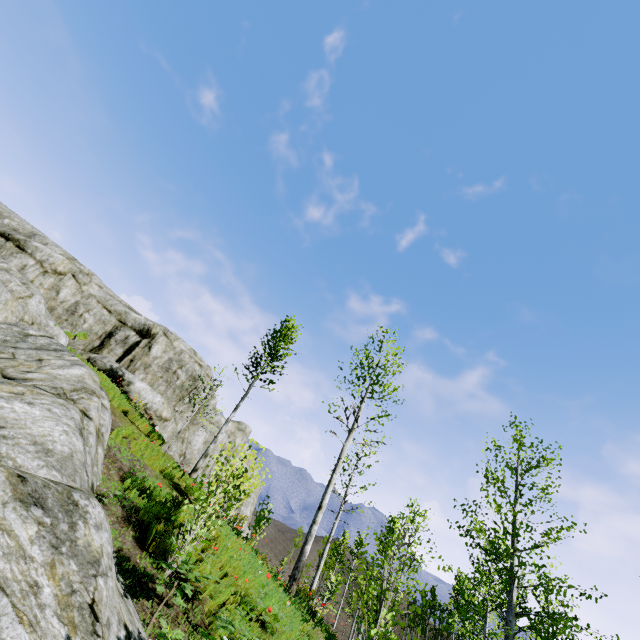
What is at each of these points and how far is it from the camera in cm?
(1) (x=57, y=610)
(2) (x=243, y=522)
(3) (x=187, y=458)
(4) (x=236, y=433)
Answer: (1) rock, 324
(2) rock, 1302
(3) rock, 2319
(4) rock, 3056

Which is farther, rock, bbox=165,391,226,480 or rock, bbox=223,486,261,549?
rock, bbox=165,391,226,480

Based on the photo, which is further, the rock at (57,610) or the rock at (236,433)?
the rock at (236,433)

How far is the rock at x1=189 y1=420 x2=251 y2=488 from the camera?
26.8 meters

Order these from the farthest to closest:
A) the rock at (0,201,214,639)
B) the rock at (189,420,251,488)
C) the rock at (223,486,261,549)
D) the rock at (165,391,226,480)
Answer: the rock at (189,420,251,488)
the rock at (165,391,226,480)
the rock at (223,486,261,549)
the rock at (0,201,214,639)
